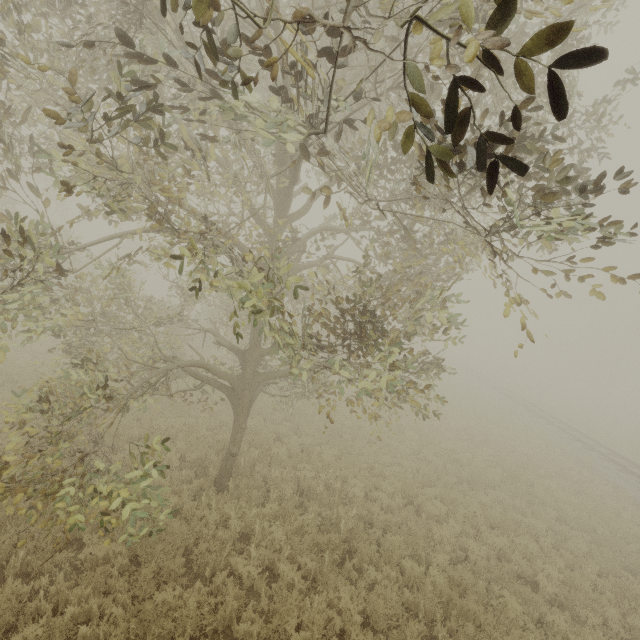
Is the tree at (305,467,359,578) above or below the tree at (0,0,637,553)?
below

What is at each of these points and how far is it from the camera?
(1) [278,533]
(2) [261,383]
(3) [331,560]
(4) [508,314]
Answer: (1) tree, 7.5m
(2) tree, 9.0m
(3) tree, 7.3m
(4) tree, 2.6m

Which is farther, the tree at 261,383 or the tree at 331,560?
the tree at 331,560

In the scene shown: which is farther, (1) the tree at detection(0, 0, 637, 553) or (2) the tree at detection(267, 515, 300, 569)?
(2) the tree at detection(267, 515, 300, 569)

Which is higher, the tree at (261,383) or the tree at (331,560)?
the tree at (261,383)

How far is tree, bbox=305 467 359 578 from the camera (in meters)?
7.27
